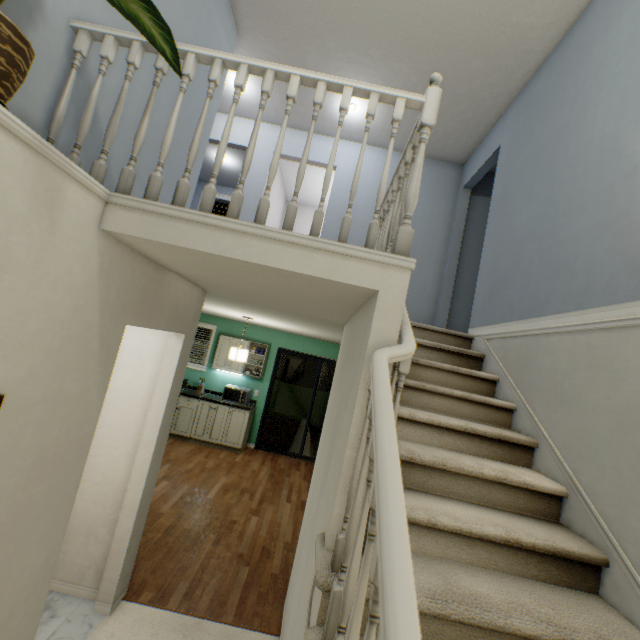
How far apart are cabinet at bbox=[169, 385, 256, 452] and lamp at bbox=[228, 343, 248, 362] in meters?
1.6 m

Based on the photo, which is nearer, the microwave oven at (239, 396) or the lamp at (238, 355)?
the lamp at (238, 355)

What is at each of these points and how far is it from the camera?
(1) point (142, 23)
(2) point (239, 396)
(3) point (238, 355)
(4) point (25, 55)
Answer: (1) plant, 1.3m
(2) microwave oven, 6.4m
(3) lamp, 4.8m
(4) plant, 1.0m

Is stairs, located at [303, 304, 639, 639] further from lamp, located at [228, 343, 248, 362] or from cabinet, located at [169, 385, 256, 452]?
cabinet, located at [169, 385, 256, 452]

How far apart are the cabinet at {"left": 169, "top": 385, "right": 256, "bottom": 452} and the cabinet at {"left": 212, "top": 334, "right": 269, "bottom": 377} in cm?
53

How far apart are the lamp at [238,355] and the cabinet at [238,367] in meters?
1.5 m

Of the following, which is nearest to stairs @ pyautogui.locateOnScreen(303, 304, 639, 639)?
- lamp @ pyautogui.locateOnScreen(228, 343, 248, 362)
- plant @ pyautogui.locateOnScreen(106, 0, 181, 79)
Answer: plant @ pyautogui.locateOnScreen(106, 0, 181, 79)

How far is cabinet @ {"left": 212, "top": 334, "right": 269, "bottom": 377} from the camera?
6.53m
